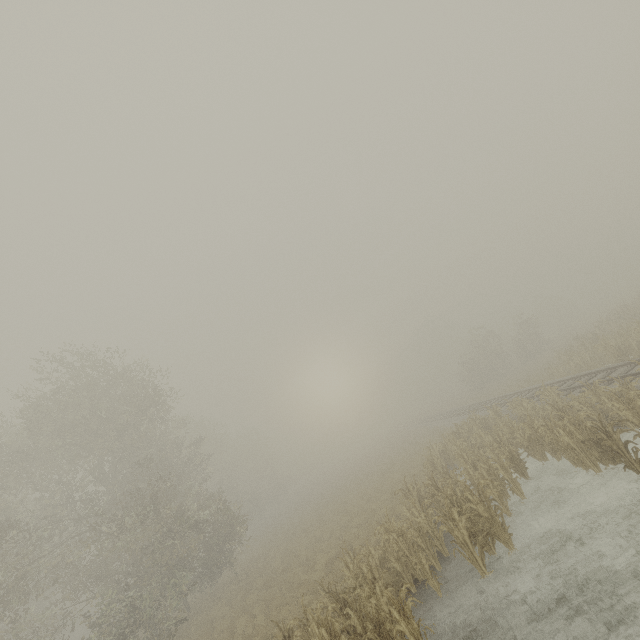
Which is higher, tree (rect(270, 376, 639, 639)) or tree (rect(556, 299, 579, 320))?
tree (rect(556, 299, 579, 320))

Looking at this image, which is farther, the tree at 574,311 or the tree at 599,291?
the tree at 574,311

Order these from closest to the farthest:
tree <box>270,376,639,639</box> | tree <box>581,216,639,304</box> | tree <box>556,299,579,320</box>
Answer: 1. tree <box>270,376,639,639</box>
2. tree <box>581,216,639,304</box>
3. tree <box>556,299,579,320</box>

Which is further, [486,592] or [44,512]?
[44,512]

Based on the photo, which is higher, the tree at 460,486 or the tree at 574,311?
the tree at 574,311

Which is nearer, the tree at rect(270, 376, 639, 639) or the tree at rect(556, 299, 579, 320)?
the tree at rect(270, 376, 639, 639)

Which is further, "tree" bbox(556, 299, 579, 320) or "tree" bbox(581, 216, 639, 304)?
"tree" bbox(556, 299, 579, 320)
